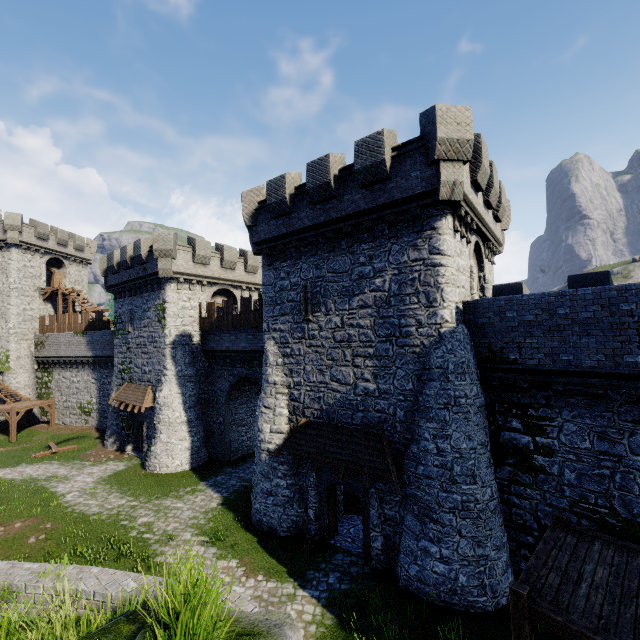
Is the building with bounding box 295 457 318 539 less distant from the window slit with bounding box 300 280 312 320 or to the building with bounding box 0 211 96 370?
the window slit with bounding box 300 280 312 320

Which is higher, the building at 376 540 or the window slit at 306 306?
the window slit at 306 306

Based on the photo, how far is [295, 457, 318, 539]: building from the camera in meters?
14.7

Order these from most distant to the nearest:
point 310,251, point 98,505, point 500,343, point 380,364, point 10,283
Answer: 1. point 10,283
2. point 98,505
3. point 310,251
4. point 380,364
5. point 500,343

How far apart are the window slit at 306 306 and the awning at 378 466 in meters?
4.6 m

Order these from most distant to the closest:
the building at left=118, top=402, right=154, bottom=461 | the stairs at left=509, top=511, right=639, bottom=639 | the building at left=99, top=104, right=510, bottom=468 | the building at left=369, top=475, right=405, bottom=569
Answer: the building at left=118, top=402, right=154, bottom=461, the building at left=369, top=475, right=405, bottom=569, the building at left=99, top=104, right=510, bottom=468, the stairs at left=509, top=511, right=639, bottom=639
